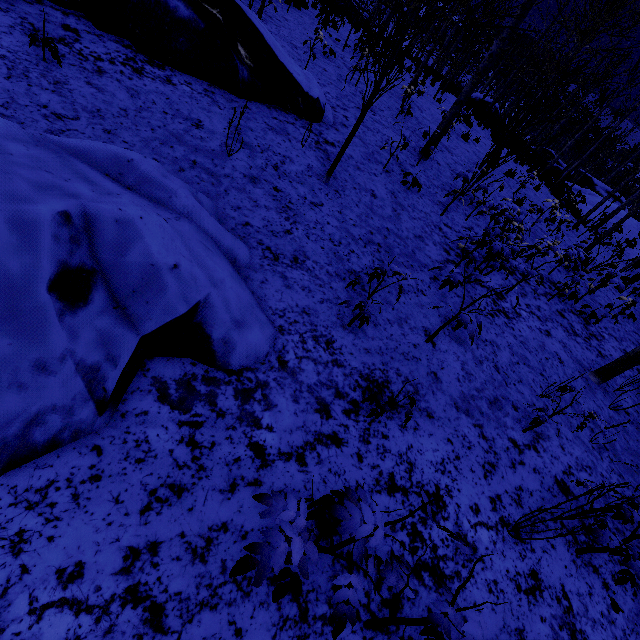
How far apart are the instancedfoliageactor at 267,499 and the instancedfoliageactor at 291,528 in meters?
0.1 m

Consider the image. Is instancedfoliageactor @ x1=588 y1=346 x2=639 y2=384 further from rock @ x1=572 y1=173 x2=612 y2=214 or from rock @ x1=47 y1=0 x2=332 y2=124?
rock @ x1=572 y1=173 x2=612 y2=214

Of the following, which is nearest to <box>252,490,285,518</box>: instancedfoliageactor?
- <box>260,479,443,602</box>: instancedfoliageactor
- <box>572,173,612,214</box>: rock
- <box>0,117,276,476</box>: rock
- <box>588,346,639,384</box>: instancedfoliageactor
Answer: <box>260,479,443,602</box>: instancedfoliageactor

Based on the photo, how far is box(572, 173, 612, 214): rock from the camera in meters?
23.3 m

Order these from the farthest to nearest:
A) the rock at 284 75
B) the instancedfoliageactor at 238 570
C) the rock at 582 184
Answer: the rock at 582 184 → the rock at 284 75 → the instancedfoliageactor at 238 570

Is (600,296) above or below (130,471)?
above

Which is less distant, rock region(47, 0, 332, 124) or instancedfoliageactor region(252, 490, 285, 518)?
instancedfoliageactor region(252, 490, 285, 518)

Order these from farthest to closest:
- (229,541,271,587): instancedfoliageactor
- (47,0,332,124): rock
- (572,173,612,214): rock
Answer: (572,173,612,214): rock, (47,0,332,124): rock, (229,541,271,587): instancedfoliageactor
